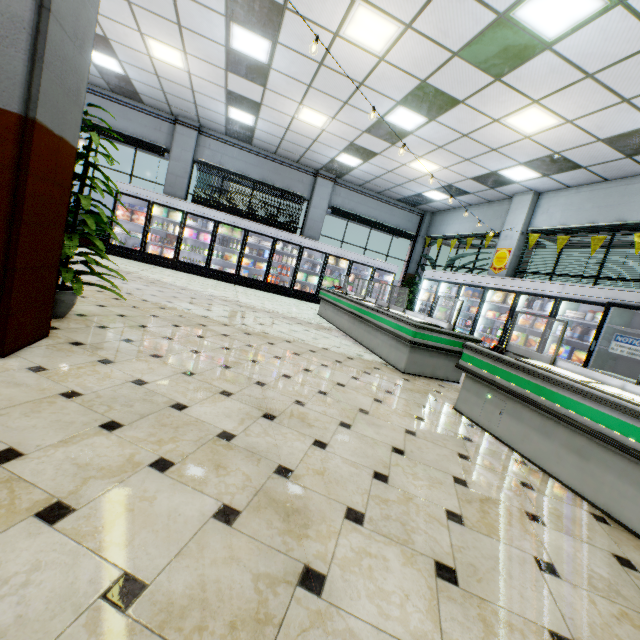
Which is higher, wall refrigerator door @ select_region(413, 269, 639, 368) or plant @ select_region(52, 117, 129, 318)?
wall refrigerator door @ select_region(413, 269, 639, 368)

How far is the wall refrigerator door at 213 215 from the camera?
10.31m

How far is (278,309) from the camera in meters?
8.1

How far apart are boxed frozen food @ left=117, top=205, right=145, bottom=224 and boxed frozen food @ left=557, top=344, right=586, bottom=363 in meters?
12.2

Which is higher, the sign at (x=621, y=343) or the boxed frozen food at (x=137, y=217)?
the boxed frozen food at (x=137, y=217)

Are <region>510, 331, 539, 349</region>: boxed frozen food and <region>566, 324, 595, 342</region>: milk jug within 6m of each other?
yes

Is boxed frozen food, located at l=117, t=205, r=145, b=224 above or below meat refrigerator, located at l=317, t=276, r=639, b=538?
above

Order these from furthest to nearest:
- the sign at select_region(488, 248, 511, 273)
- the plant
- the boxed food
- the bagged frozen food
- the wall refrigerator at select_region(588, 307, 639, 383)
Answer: the sign at select_region(488, 248, 511, 273) → the boxed food → the bagged frozen food → the wall refrigerator at select_region(588, 307, 639, 383) → the plant
